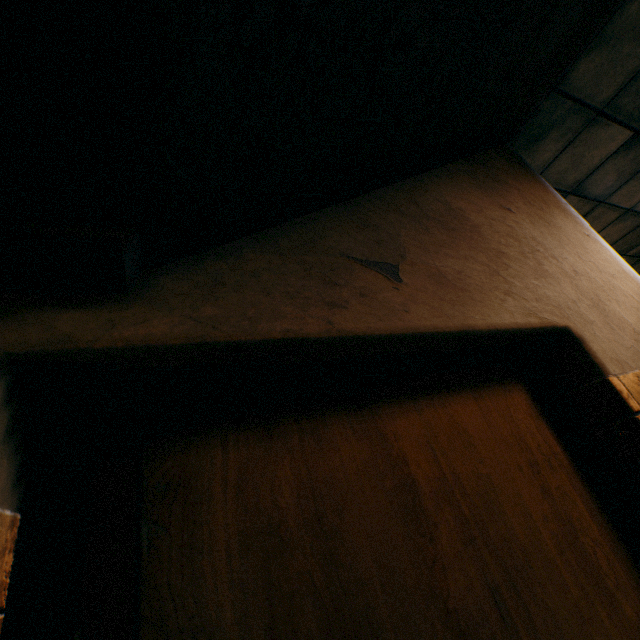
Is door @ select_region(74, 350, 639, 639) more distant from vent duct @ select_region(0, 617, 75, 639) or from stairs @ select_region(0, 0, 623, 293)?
vent duct @ select_region(0, 617, 75, 639)

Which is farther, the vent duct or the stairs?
the vent duct

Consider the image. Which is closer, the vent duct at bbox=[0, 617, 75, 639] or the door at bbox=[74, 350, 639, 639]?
the door at bbox=[74, 350, 639, 639]

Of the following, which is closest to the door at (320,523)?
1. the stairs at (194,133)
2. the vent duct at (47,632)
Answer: the stairs at (194,133)

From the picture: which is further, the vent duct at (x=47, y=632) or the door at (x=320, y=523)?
the vent duct at (x=47, y=632)

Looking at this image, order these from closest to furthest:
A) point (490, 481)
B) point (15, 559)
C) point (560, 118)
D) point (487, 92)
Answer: point (490, 481), point (487, 92), point (560, 118), point (15, 559)

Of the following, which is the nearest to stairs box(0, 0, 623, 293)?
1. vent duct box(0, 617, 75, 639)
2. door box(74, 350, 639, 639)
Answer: door box(74, 350, 639, 639)
